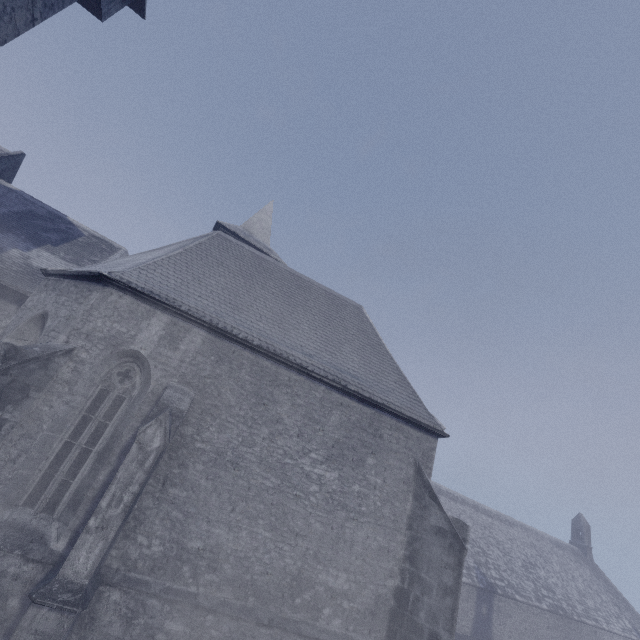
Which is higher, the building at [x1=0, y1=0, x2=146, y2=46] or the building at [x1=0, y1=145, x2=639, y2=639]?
the building at [x1=0, y1=0, x2=146, y2=46]

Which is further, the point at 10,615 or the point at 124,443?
the point at 124,443

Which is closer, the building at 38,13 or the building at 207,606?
the building at 207,606

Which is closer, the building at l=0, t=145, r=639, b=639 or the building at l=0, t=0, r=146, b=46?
the building at l=0, t=145, r=639, b=639

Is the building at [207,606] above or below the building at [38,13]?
below
